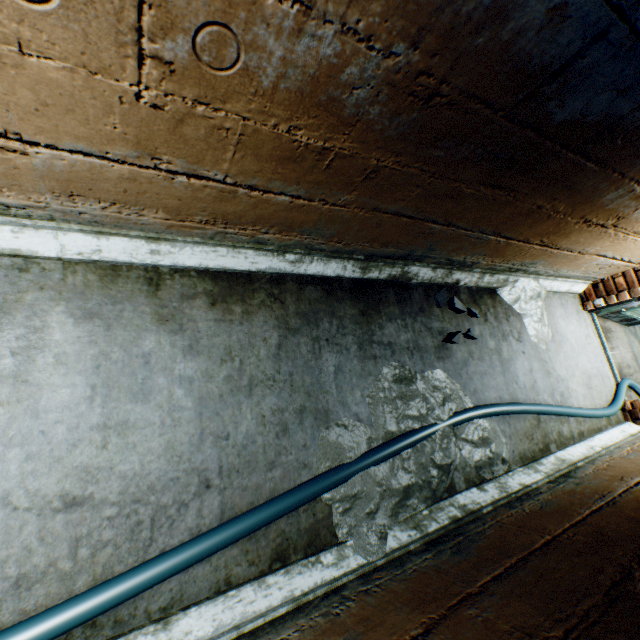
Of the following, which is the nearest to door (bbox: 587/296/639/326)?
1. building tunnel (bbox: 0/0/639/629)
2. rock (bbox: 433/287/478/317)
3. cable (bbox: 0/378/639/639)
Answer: building tunnel (bbox: 0/0/639/629)

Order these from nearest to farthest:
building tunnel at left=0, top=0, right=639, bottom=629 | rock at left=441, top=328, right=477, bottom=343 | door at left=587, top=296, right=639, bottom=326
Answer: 1. building tunnel at left=0, top=0, right=639, bottom=629
2. rock at left=441, top=328, right=477, bottom=343
3. door at left=587, top=296, right=639, bottom=326

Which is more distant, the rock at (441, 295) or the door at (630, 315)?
the door at (630, 315)

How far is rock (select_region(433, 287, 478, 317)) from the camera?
2.6 meters

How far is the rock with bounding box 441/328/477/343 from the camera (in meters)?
2.48

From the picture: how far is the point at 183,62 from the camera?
0.82m

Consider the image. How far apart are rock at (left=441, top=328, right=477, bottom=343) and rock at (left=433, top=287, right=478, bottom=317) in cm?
20

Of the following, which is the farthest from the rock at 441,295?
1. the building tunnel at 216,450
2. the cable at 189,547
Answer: the cable at 189,547
